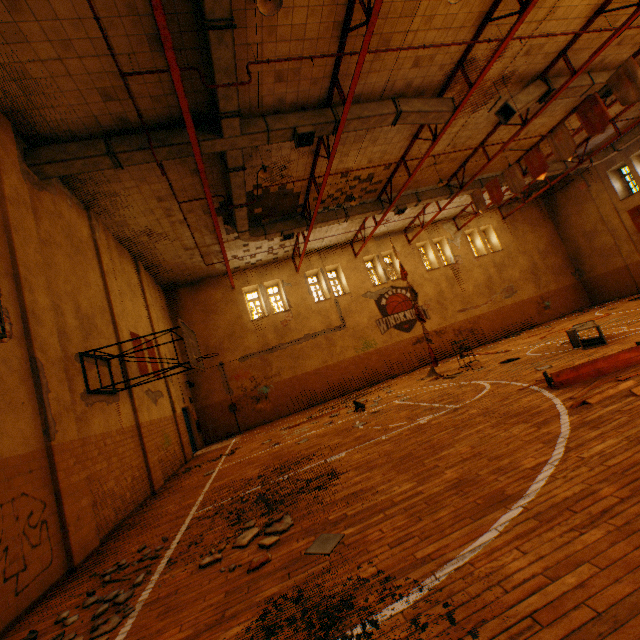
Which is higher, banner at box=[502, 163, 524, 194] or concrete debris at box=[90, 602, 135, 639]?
banner at box=[502, 163, 524, 194]

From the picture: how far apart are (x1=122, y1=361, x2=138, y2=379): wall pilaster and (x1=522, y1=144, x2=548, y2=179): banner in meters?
15.6

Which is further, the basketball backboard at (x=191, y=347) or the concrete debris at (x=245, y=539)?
the basketball backboard at (x=191, y=347)

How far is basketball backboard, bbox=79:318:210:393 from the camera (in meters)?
7.26

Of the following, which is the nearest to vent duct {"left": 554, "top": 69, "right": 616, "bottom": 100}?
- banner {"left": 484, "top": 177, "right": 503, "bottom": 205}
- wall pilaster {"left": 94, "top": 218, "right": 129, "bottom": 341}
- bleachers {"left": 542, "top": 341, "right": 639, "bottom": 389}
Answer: banner {"left": 484, "top": 177, "right": 503, "bottom": 205}

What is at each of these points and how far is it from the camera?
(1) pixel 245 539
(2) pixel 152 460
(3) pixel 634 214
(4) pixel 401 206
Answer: (1) concrete debris, 4.1m
(2) wall pilaster, 9.3m
(3) banner, 19.5m
(4) vent duct, 16.1m

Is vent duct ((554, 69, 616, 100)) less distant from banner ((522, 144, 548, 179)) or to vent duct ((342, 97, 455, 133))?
vent duct ((342, 97, 455, 133))

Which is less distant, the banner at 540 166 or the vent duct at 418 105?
the vent duct at 418 105
